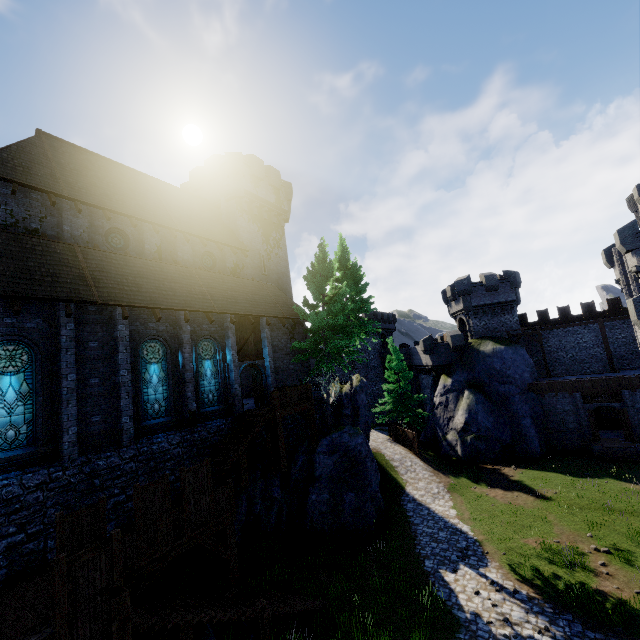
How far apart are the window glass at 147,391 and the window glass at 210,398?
1.5 meters

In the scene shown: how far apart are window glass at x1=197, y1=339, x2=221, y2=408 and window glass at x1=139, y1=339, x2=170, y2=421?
1.5 meters

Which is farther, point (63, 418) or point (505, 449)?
point (505, 449)

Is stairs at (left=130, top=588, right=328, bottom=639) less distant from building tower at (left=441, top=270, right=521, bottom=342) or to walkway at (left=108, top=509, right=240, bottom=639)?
walkway at (left=108, top=509, right=240, bottom=639)

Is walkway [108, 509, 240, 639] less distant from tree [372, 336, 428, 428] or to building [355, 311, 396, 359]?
tree [372, 336, 428, 428]

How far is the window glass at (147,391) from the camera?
14.6m

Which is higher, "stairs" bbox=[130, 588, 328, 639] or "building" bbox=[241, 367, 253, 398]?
"building" bbox=[241, 367, 253, 398]

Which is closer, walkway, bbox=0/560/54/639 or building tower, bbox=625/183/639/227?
walkway, bbox=0/560/54/639
